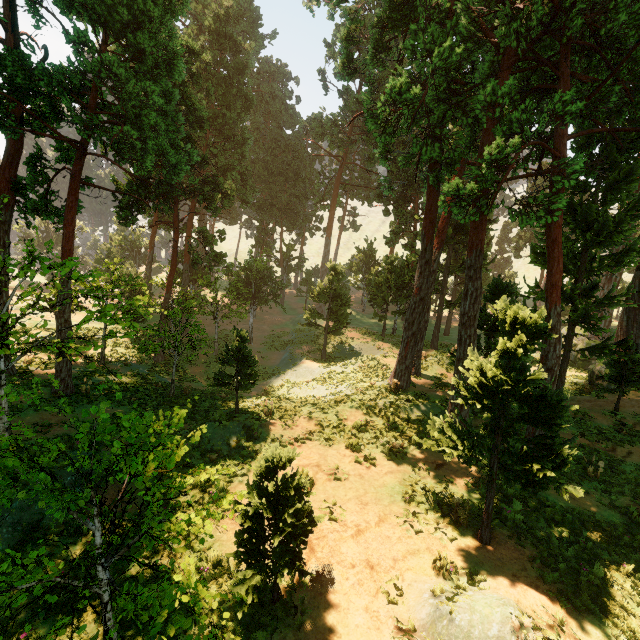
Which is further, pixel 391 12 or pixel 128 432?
pixel 391 12
